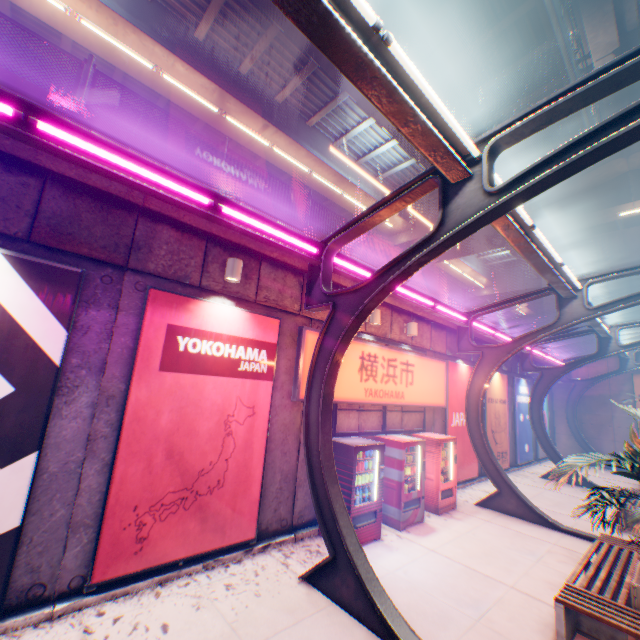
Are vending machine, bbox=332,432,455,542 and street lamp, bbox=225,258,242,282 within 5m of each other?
no

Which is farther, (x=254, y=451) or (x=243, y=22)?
(x=243, y=22)

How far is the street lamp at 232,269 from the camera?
6.0m

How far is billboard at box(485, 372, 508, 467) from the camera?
14.15m

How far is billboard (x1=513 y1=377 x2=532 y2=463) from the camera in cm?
1645

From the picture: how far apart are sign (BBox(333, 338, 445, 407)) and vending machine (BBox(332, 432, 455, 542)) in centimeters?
84cm

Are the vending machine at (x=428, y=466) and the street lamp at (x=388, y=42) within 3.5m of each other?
no

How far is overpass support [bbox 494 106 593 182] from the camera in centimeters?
1434cm
